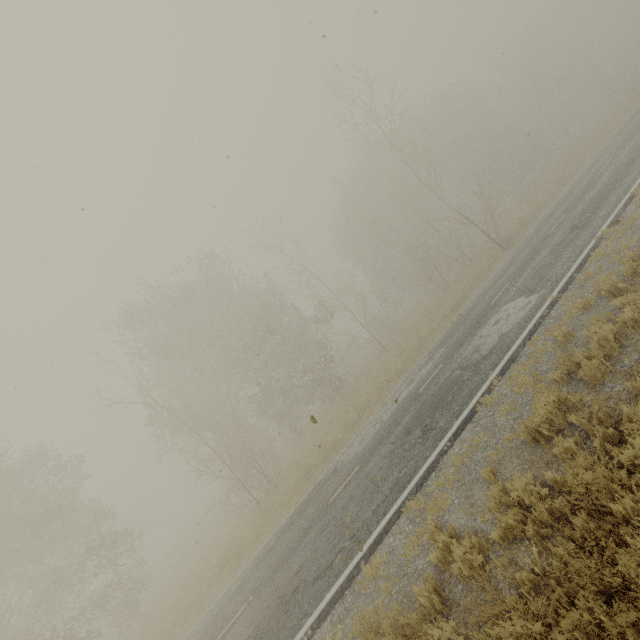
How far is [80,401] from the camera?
15.5m

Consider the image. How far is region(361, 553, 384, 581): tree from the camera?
6.4m

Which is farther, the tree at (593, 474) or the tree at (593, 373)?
the tree at (593, 373)

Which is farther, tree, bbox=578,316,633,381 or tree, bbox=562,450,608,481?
tree, bbox=578,316,633,381

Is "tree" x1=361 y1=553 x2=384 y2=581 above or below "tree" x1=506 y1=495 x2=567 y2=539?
above

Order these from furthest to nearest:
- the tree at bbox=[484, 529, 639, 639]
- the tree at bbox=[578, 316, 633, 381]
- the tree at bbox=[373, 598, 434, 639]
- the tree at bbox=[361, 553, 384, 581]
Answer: the tree at bbox=[361, 553, 384, 581]
the tree at bbox=[578, 316, 633, 381]
the tree at bbox=[373, 598, 434, 639]
the tree at bbox=[484, 529, 639, 639]
